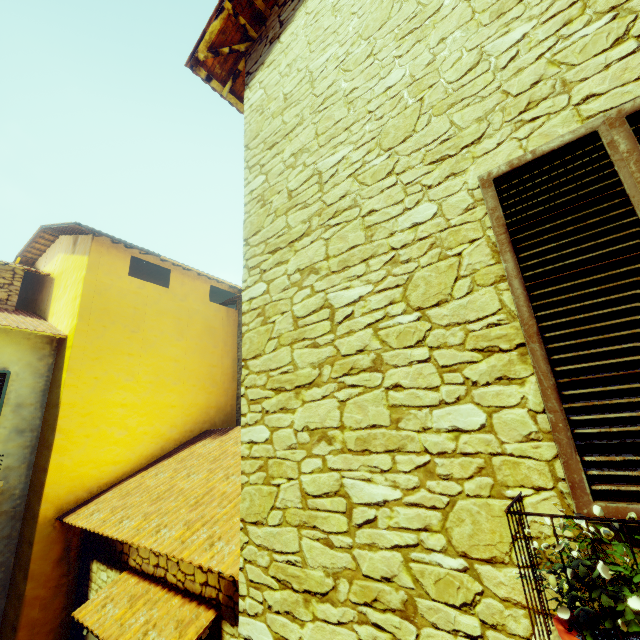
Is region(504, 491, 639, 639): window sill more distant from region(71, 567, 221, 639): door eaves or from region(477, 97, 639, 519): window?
region(71, 567, 221, 639): door eaves

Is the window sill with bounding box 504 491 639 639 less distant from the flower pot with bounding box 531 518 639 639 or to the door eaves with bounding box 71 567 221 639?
the flower pot with bounding box 531 518 639 639

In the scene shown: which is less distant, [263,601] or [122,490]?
[263,601]

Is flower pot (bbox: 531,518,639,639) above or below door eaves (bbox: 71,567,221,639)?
above

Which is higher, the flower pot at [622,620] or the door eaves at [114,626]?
the flower pot at [622,620]

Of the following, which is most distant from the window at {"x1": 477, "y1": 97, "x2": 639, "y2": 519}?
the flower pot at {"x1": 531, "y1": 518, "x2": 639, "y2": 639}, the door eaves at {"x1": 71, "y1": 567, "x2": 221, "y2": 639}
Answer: the door eaves at {"x1": 71, "y1": 567, "x2": 221, "y2": 639}

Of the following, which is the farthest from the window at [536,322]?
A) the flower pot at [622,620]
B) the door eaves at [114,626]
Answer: the door eaves at [114,626]

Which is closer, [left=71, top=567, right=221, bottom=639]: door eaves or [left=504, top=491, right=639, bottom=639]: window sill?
[left=504, top=491, right=639, bottom=639]: window sill
